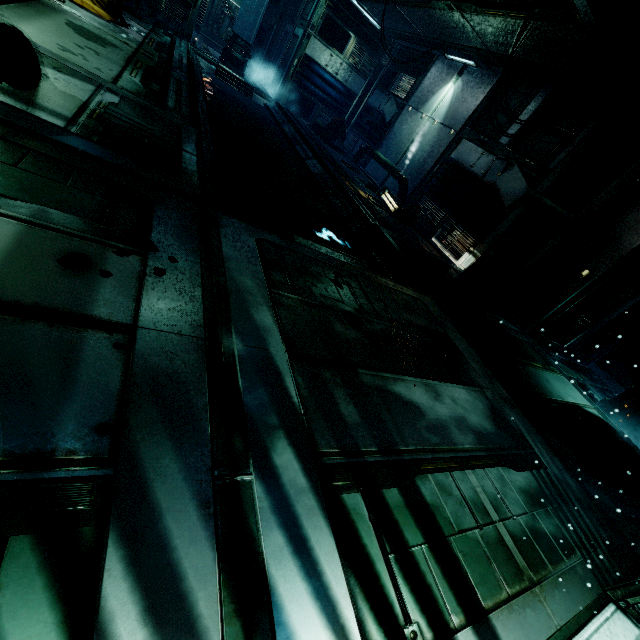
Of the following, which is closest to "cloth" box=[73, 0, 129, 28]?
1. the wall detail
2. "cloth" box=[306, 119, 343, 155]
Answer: "cloth" box=[306, 119, 343, 155]

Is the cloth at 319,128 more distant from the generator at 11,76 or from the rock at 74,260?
the rock at 74,260

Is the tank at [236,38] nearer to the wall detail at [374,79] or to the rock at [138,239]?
the wall detail at [374,79]

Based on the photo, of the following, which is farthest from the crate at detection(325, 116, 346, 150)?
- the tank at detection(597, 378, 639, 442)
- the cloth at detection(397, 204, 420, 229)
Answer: the tank at detection(597, 378, 639, 442)

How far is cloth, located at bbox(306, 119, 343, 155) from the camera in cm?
1269

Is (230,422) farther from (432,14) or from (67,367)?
(432,14)

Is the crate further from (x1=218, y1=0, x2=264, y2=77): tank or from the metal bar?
the metal bar

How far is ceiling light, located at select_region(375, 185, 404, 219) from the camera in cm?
841
